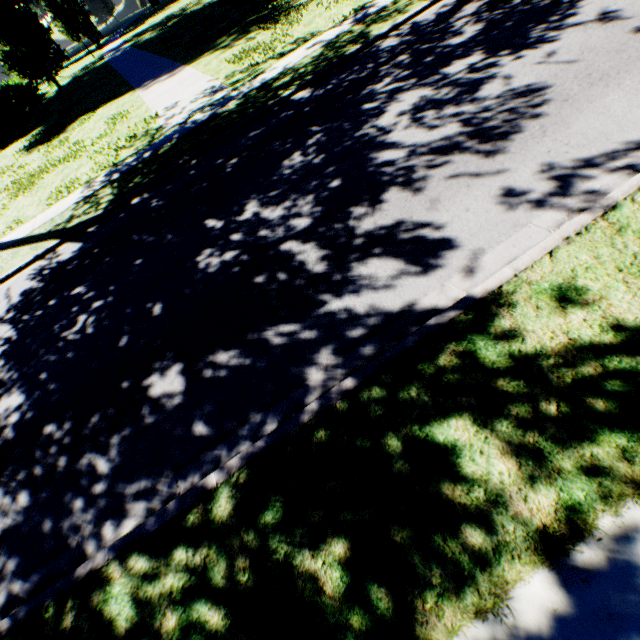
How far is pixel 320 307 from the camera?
4.46m
